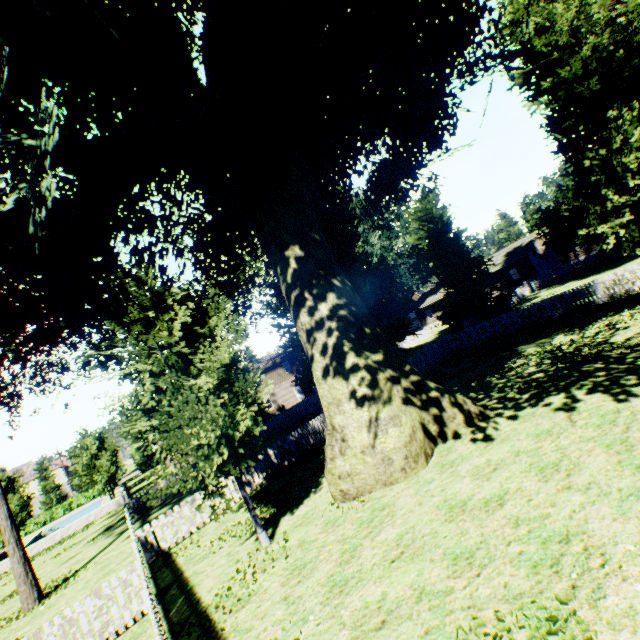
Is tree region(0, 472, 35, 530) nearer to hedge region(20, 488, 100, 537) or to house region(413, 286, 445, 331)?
hedge region(20, 488, 100, 537)

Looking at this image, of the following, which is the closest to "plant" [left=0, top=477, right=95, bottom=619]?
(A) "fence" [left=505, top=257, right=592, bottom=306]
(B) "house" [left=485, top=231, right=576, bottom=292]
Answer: (A) "fence" [left=505, top=257, right=592, bottom=306]

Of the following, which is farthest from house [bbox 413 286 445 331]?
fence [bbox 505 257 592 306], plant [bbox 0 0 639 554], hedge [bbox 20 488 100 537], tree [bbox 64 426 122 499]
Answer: hedge [bbox 20 488 100 537]

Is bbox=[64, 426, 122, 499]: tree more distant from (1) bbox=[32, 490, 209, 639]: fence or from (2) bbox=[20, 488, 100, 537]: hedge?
(2) bbox=[20, 488, 100, 537]: hedge

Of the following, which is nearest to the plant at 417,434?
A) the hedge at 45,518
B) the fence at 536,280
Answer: the fence at 536,280

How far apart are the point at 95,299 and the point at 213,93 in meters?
10.1

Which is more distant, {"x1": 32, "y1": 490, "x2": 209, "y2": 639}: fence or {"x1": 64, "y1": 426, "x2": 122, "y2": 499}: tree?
{"x1": 64, "y1": 426, "x2": 122, "y2": 499}: tree

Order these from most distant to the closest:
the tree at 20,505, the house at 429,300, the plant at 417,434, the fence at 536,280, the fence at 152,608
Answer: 1. the house at 429,300
2. the fence at 536,280
3. the tree at 20,505
4. the plant at 417,434
5. the fence at 152,608
